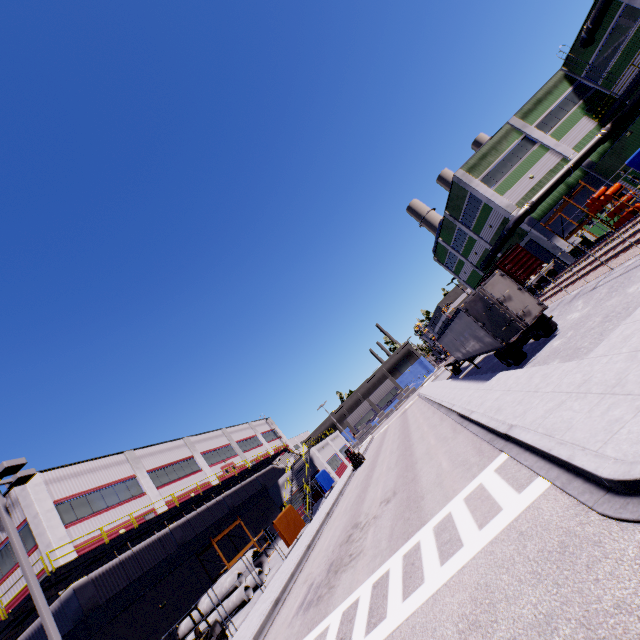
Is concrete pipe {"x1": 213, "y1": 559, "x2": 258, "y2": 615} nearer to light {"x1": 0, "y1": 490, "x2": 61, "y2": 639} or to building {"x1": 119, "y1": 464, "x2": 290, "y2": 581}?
building {"x1": 119, "y1": 464, "x2": 290, "y2": 581}

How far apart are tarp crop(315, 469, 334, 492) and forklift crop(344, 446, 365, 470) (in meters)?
3.28

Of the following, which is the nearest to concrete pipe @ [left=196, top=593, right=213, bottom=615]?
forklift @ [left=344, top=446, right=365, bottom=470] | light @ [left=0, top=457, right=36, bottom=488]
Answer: light @ [left=0, top=457, right=36, bottom=488]

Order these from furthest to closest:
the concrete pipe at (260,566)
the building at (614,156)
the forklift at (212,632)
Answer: the building at (614,156), the concrete pipe at (260,566), the forklift at (212,632)

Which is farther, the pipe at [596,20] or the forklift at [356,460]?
the forklift at [356,460]

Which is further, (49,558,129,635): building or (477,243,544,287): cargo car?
(477,243,544,287): cargo car

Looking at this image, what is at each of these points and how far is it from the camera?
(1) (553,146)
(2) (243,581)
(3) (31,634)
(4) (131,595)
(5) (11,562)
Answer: (1) building, 33.3 meters
(2) concrete pipe, 20.6 meters
(3) building, 18.6 meters
(4) vent duct, 19.2 meters
(5) building, 20.0 meters

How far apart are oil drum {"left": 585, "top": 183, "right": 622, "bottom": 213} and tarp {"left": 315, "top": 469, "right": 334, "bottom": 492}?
34.60m
